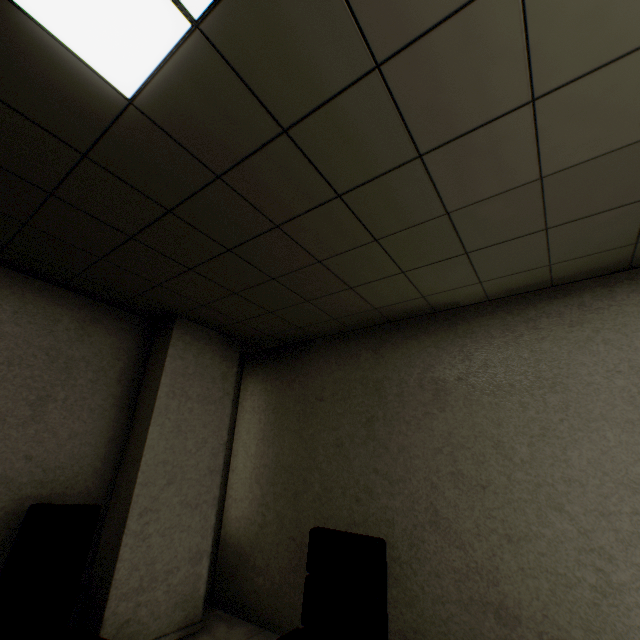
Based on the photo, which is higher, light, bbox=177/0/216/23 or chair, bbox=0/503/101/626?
light, bbox=177/0/216/23

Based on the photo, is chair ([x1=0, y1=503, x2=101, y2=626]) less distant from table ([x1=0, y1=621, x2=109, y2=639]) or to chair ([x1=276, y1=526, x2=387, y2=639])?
table ([x1=0, y1=621, x2=109, y2=639])

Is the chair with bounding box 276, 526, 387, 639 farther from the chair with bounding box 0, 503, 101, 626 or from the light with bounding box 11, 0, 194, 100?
the light with bounding box 11, 0, 194, 100

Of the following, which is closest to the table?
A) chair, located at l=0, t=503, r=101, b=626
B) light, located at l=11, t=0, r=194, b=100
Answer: chair, located at l=0, t=503, r=101, b=626

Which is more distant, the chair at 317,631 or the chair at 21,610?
the chair at 21,610

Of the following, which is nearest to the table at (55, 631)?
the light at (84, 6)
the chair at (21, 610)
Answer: the chair at (21, 610)

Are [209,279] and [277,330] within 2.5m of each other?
yes

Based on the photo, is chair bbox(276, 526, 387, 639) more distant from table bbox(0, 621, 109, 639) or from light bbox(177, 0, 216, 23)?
light bbox(177, 0, 216, 23)
